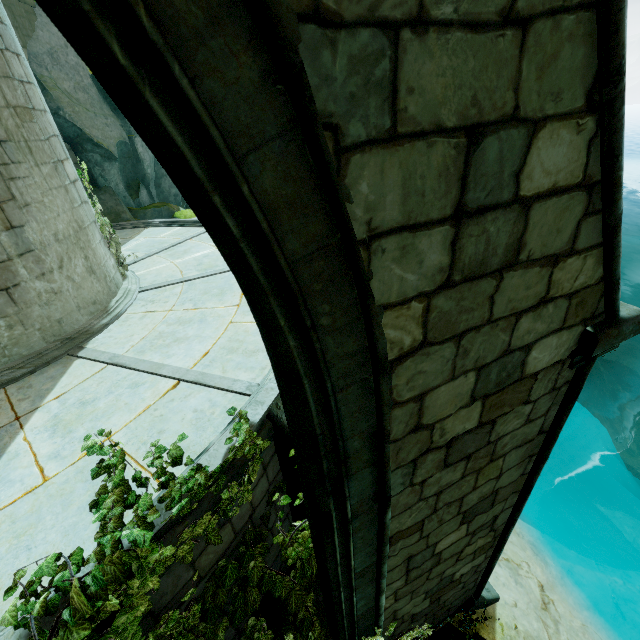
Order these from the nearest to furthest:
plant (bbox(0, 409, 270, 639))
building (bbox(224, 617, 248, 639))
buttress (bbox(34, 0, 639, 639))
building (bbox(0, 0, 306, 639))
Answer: buttress (bbox(34, 0, 639, 639)), plant (bbox(0, 409, 270, 639)), building (bbox(0, 0, 306, 639)), building (bbox(224, 617, 248, 639))

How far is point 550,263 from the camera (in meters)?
1.65

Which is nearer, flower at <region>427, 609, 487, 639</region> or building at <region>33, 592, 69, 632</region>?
building at <region>33, 592, 69, 632</region>

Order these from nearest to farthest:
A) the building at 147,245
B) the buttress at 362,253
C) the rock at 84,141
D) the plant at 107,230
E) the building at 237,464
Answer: the buttress at 362,253 → the building at 237,464 → the building at 147,245 → the plant at 107,230 → the rock at 84,141

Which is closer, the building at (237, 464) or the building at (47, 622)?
the building at (47, 622)

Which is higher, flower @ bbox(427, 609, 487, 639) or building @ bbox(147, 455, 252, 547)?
building @ bbox(147, 455, 252, 547)

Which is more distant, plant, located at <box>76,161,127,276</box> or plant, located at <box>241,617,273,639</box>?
plant, located at <box>76,161,127,276</box>

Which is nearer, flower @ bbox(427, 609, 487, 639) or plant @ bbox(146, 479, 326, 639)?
plant @ bbox(146, 479, 326, 639)
